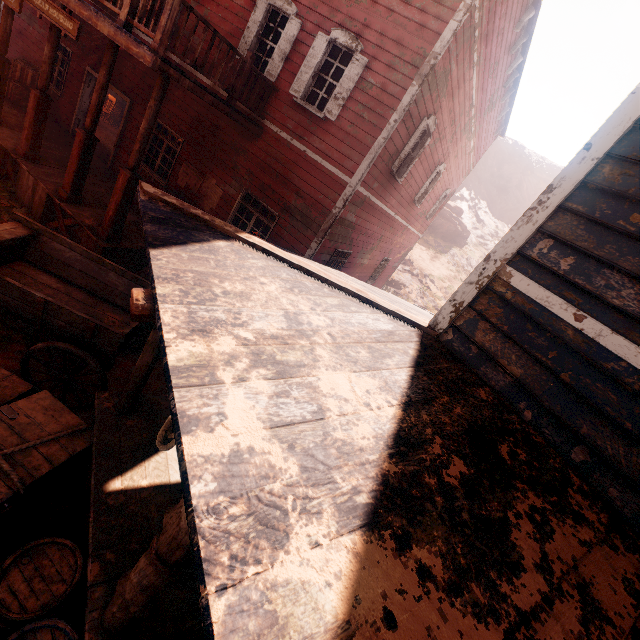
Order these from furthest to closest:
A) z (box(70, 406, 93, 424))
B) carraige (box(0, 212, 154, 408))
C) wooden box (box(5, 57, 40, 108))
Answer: wooden box (box(5, 57, 40, 108)), z (box(70, 406, 93, 424)), carraige (box(0, 212, 154, 408))

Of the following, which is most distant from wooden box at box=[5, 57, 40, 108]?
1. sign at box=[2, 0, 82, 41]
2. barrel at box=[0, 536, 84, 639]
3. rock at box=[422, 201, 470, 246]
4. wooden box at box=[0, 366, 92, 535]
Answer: rock at box=[422, 201, 470, 246]

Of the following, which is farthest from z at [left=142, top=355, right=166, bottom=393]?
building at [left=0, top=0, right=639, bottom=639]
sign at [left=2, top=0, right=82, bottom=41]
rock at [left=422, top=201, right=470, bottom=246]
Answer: sign at [left=2, top=0, right=82, bottom=41]

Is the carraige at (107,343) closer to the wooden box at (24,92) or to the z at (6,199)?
the z at (6,199)

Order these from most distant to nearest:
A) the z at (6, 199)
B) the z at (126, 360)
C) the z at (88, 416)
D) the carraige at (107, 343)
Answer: the z at (6, 199)
the z at (126, 360)
the z at (88, 416)
the carraige at (107, 343)

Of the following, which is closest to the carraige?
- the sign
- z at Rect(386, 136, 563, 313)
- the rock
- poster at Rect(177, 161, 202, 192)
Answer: z at Rect(386, 136, 563, 313)

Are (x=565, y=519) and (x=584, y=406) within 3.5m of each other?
yes

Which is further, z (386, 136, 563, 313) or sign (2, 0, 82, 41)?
z (386, 136, 563, 313)
